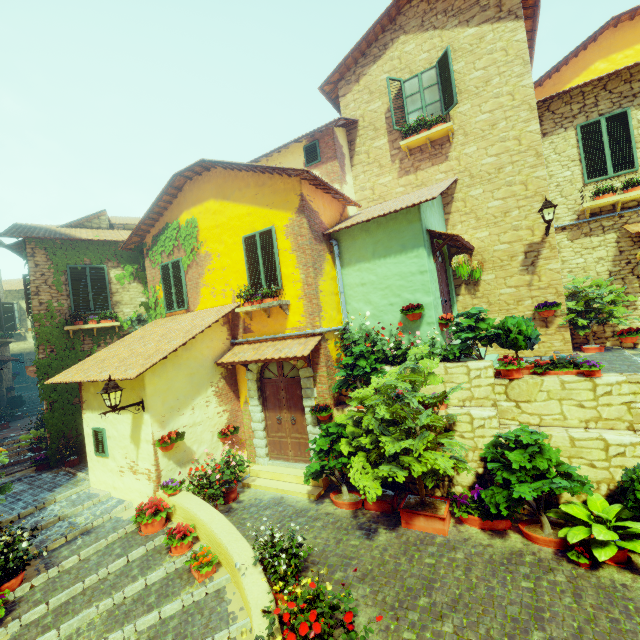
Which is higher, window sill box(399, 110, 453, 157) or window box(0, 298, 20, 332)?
window sill box(399, 110, 453, 157)

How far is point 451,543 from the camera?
5.5 meters

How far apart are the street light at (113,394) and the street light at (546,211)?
10.4 meters

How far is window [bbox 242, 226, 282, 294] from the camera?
8.4 meters

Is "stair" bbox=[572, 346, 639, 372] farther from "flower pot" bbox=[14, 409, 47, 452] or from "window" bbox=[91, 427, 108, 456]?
"flower pot" bbox=[14, 409, 47, 452]

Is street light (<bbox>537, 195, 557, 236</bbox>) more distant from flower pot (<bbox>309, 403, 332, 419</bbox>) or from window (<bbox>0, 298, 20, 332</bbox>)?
window (<bbox>0, 298, 20, 332</bbox>)

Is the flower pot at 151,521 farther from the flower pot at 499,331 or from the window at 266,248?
the window at 266,248

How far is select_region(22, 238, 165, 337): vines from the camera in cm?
1051
